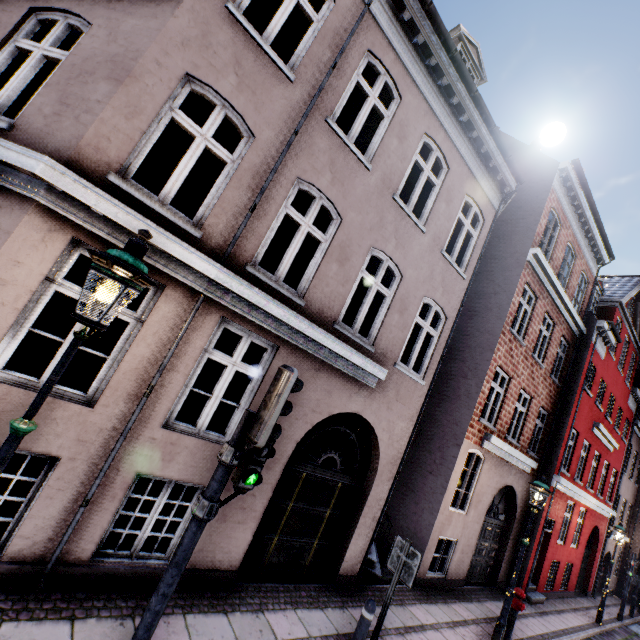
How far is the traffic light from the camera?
2.9 meters

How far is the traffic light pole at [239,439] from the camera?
3.05m

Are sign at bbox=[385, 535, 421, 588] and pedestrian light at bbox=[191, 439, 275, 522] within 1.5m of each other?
no

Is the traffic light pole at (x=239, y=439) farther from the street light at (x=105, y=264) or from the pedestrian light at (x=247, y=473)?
the street light at (x=105, y=264)

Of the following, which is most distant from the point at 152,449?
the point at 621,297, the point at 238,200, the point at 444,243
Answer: the point at 621,297

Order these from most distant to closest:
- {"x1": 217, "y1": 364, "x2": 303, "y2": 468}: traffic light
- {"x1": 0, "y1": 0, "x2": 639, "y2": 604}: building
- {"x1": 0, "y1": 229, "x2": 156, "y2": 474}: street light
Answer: {"x1": 0, "y1": 0, "x2": 639, "y2": 604}: building → {"x1": 217, "y1": 364, "x2": 303, "y2": 468}: traffic light → {"x1": 0, "y1": 229, "x2": 156, "y2": 474}: street light

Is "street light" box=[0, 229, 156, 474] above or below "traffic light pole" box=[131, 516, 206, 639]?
above

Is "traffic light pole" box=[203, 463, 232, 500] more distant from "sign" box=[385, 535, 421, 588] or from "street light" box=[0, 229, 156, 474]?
"sign" box=[385, 535, 421, 588]
